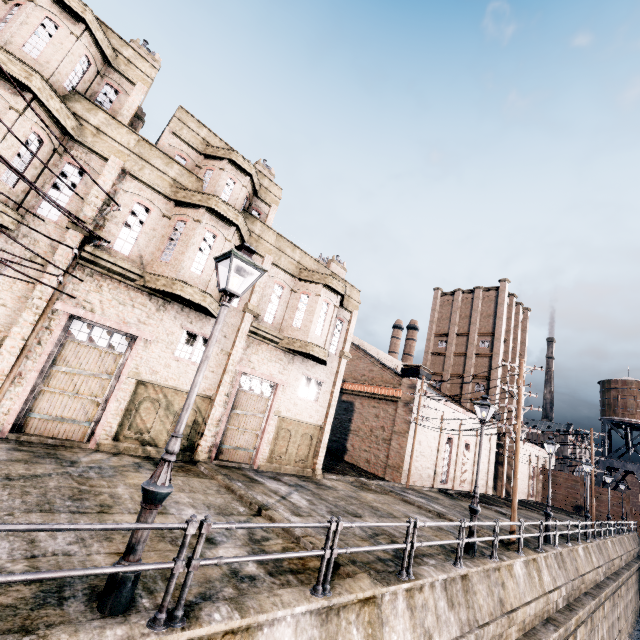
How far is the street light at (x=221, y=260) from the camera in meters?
4.8 m

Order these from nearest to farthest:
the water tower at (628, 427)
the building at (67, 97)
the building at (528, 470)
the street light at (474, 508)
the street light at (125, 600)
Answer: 1. the street light at (125, 600)
2. the building at (67, 97)
3. the street light at (474, 508)
4. the building at (528, 470)
5. the water tower at (628, 427)

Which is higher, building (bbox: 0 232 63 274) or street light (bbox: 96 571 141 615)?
building (bbox: 0 232 63 274)

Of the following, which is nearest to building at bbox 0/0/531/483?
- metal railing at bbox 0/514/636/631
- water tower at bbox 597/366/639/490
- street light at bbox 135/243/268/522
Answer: water tower at bbox 597/366/639/490

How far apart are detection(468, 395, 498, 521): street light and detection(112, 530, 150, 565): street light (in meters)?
11.34

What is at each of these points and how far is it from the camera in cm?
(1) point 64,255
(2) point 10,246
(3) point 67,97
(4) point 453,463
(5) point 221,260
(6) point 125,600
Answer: (1) building, 1170
(2) building, 1095
(3) building, 1210
(4) building, 3359
(5) street light, 595
(6) street light, 442

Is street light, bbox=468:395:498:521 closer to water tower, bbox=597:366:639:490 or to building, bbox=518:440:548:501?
building, bbox=518:440:548:501
